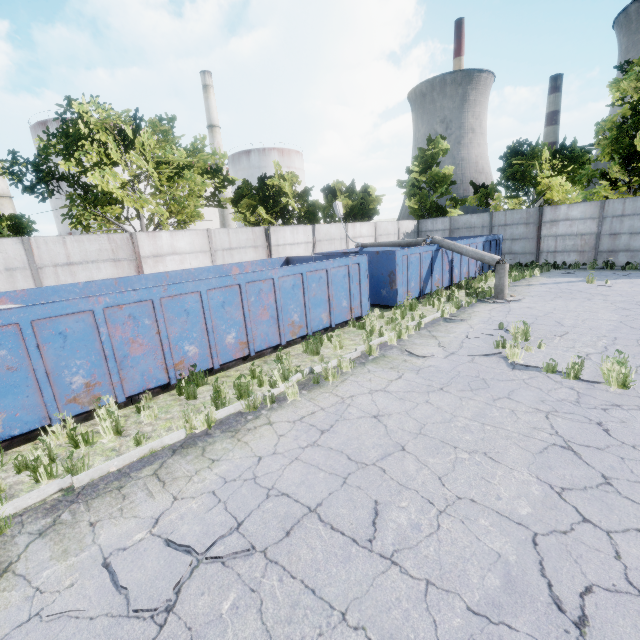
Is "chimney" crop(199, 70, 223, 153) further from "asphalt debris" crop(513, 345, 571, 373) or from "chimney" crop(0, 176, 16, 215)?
"asphalt debris" crop(513, 345, 571, 373)

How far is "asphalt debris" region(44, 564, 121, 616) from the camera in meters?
2.8

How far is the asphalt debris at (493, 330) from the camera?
7.53m

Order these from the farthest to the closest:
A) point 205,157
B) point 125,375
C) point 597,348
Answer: point 205,157 → point 597,348 → point 125,375

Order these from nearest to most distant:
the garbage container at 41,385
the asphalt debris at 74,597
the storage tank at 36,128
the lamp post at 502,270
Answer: the asphalt debris at 74,597, the garbage container at 41,385, the lamp post at 502,270, the storage tank at 36,128

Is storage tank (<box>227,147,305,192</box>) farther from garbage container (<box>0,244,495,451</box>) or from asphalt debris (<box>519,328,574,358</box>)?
asphalt debris (<box>519,328,574,358</box>)

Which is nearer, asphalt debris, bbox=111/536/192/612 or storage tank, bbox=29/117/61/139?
asphalt debris, bbox=111/536/192/612

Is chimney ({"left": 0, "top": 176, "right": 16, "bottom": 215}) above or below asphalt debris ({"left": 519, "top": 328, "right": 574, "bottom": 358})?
above
